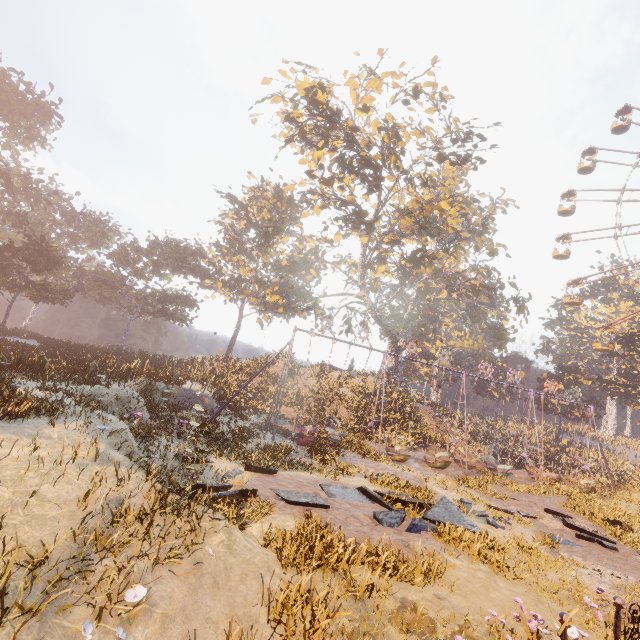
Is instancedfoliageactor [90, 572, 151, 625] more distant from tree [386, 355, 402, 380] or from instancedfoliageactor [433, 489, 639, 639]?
tree [386, 355, 402, 380]

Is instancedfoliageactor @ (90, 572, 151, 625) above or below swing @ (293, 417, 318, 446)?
above

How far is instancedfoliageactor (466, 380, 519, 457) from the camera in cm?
3163

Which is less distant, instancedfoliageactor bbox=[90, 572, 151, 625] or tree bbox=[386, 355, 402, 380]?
instancedfoliageactor bbox=[90, 572, 151, 625]

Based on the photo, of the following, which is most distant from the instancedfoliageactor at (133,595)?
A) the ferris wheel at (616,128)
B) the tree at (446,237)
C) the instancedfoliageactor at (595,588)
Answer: the ferris wheel at (616,128)

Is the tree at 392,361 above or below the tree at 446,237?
below

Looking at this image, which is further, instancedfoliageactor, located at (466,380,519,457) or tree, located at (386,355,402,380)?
A: tree, located at (386,355,402,380)

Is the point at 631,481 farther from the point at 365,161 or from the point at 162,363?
the point at 162,363
